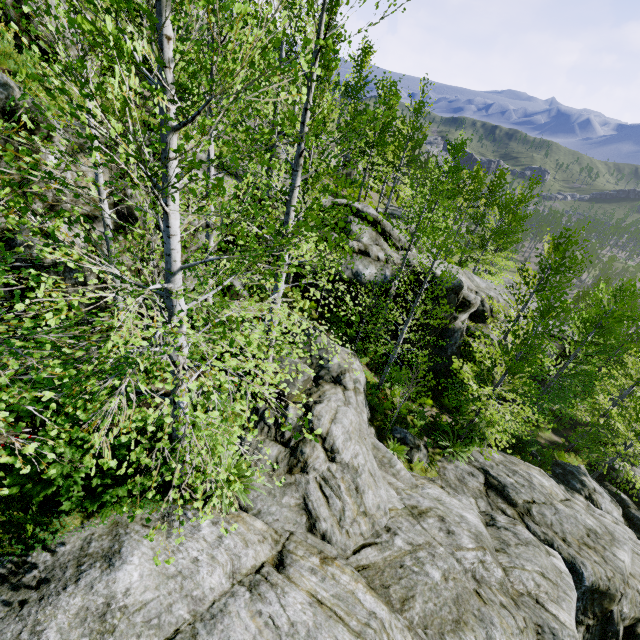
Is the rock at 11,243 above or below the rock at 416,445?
above

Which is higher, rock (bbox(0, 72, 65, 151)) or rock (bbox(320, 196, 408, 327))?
rock (bbox(0, 72, 65, 151))

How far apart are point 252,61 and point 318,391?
8.3m

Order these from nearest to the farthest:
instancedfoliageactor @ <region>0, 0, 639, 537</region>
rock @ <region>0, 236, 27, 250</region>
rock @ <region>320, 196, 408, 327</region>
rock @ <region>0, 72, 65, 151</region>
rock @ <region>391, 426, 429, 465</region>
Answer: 1. instancedfoliageactor @ <region>0, 0, 639, 537</region>
2. rock @ <region>0, 72, 65, 151</region>
3. rock @ <region>0, 236, 27, 250</region>
4. rock @ <region>391, 426, 429, 465</region>
5. rock @ <region>320, 196, 408, 327</region>
